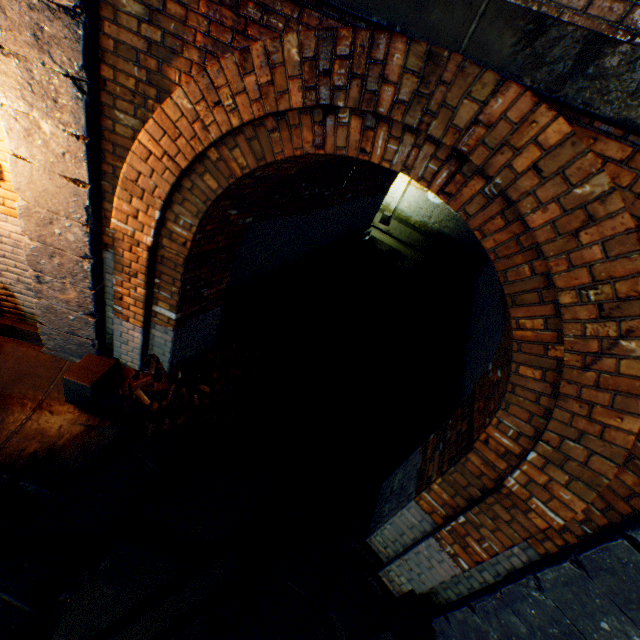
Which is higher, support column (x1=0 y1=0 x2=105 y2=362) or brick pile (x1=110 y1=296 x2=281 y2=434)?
support column (x1=0 y1=0 x2=105 y2=362)

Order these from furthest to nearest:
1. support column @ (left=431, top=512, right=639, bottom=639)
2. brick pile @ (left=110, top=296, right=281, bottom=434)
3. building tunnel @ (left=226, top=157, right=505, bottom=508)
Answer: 1. building tunnel @ (left=226, top=157, right=505, bottom=508)
2. brick pile @ (left=110, top=296, right=281, bottom=434)
3. support column @ (left=431, top=512, right=639, bottom=639)

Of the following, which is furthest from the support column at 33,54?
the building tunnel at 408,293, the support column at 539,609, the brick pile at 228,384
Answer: the support column at 539,609

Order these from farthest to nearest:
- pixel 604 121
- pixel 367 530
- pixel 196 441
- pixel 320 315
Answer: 1. pixel 320 315
2. pixel 196 441
3. pixel 367 530
4. pixel 604 121

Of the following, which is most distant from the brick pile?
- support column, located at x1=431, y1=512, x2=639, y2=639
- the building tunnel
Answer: support column, located at x1=431, y1=512, x2=639, y2=639

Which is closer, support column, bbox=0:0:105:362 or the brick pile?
support column, bbox=0:0:105:362

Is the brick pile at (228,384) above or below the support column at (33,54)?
below

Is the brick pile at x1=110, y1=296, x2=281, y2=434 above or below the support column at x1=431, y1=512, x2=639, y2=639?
below
